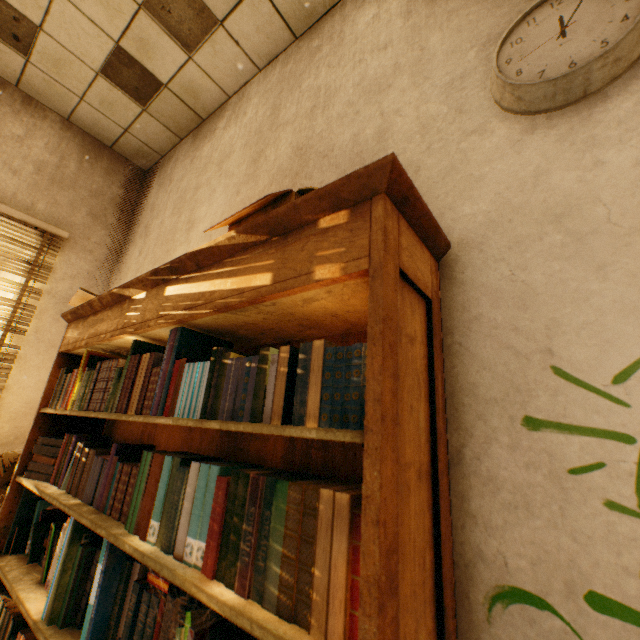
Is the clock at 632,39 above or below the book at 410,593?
above

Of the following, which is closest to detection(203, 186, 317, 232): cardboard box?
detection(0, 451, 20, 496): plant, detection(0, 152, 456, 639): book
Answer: detection(0, 152, 456, 639): book

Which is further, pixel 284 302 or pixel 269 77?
pixel 269 77

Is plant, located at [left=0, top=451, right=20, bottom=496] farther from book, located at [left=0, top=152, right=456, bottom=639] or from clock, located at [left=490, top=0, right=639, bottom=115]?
clock, located at [left=490, top=0, right=639, bottom=115]

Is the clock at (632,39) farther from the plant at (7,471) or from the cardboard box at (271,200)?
the plant at (7,471)

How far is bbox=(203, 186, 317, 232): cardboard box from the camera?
1.0m

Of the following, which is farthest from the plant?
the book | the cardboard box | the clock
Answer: the clock

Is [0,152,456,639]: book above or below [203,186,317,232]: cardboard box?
below
